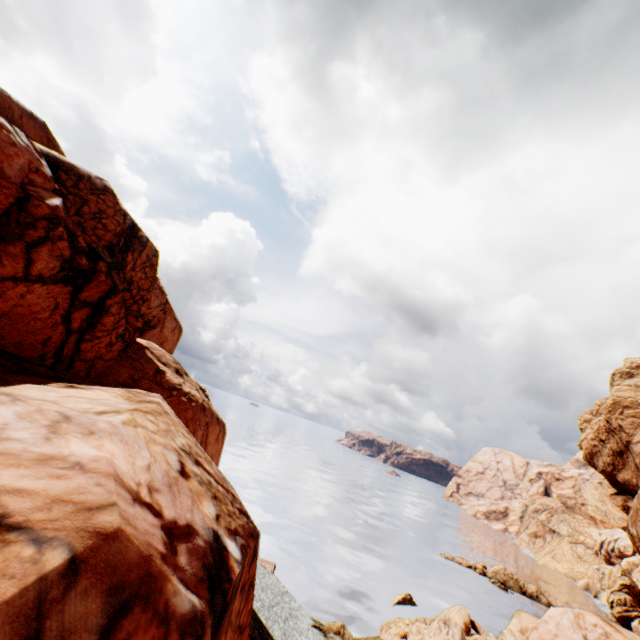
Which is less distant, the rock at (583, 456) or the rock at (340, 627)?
the rock at (340, 627)

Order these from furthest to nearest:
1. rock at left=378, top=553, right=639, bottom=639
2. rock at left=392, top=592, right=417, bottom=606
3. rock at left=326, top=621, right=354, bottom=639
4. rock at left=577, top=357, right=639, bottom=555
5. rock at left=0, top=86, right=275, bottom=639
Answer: rock at left=577, top=357, right=639, bottom=555
rock at left=392, top=592, right=417, bottom=606
rock at left=326, top=621, right=354, bottom=639
rock at left=378, top=553, right=639, bottom=639
rock at left=0, top=86, right=275, bottom=639

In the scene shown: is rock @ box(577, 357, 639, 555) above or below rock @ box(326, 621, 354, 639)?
above

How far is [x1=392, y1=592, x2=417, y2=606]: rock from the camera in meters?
36.5

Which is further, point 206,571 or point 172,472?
point 172,472

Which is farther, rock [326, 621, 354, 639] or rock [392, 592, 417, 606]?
rock [392, 592, 417, 606]
